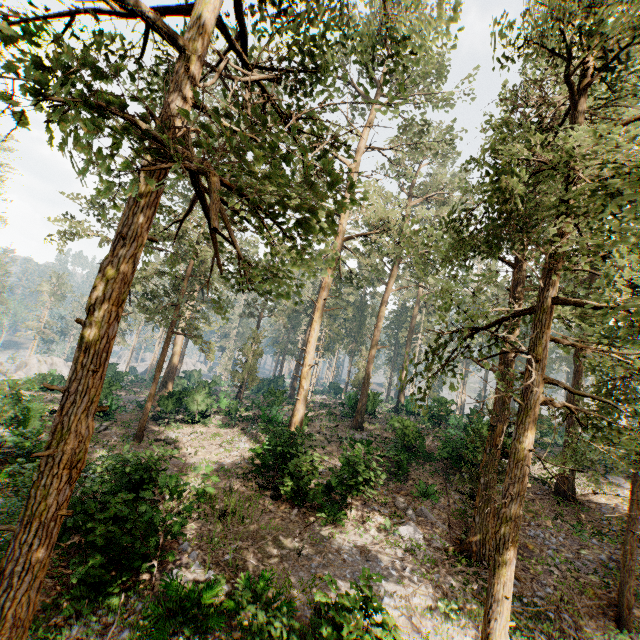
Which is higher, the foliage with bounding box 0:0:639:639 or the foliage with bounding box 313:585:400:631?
the foliage with bounding box 0:0:639:639

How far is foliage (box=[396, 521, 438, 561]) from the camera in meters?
12.8

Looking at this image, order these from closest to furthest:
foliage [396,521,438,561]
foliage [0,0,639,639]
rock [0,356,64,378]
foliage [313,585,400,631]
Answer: foliage [0,0,639,639]
foliage [313,585,400,631]
foliage [396,521,438,561]
rock [0,356,64,378]

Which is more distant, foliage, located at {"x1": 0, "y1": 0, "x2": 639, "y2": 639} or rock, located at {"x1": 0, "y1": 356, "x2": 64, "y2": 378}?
rock, located at {"x1": 0, "y1": 356, "x2": 64, "y2": 378}

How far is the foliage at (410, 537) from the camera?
12.8 meters

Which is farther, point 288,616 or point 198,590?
point 198,590
